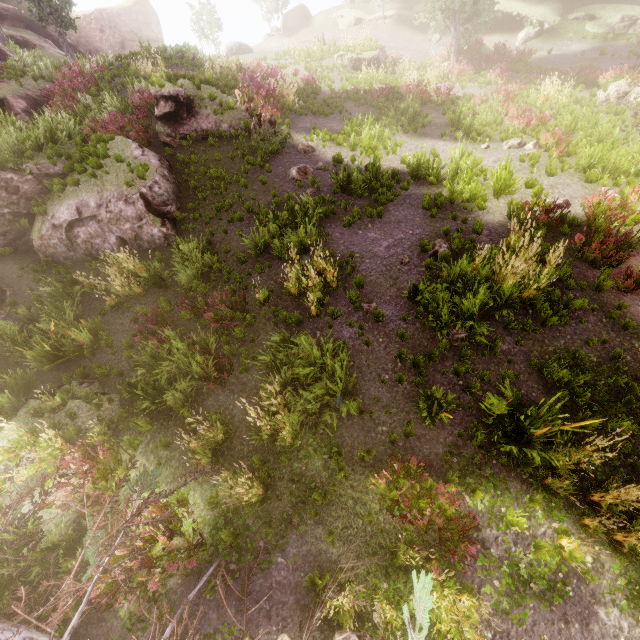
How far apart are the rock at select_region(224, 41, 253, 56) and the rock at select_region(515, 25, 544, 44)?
23.2m

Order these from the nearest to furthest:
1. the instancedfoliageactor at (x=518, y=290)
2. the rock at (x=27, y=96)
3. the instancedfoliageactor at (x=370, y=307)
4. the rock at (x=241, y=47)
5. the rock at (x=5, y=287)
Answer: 1. the instancedfoliageactor at (x=518, y=290)
2. the instancedfoliageactor at (x=370, y=307)
3. the rock at (x=5, y=287)
4. the rock at (x=27, y=96)
5. the rock at (x=241, y=47)

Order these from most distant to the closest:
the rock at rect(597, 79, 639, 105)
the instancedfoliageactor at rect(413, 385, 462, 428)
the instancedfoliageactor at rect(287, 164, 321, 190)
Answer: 1. the rock at rect(597, 79, 639, 105)
2. the instancedfoliageactor at rect(287, 164, 321, 190)
3. the instancedfoliageactor at rect(413, 385, 462, 428)

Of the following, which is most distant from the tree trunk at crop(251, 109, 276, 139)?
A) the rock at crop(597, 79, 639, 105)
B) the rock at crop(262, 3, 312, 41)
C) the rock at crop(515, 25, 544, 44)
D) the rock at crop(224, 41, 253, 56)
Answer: the rock at crop(262, 3, 312, 41)

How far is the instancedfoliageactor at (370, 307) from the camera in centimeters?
763cm

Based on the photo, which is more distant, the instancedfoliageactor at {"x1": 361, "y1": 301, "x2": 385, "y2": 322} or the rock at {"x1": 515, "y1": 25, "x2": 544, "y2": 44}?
the rock at {"x1": 515, "y1": 25, "x2": 544, "y2": 44}

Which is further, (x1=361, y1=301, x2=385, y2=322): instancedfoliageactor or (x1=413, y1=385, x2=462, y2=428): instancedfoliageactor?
(x1=361, y1=301, x2=385, y2=322): instancedfoliageactor

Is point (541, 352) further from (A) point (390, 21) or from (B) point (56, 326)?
(A) point (390, 21)
